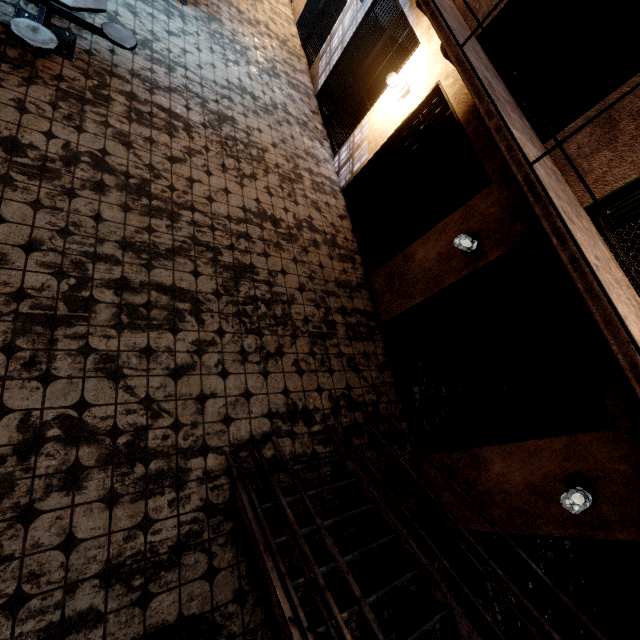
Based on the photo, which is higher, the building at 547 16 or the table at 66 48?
the building at 547 16

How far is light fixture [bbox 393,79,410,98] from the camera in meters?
5.2 m

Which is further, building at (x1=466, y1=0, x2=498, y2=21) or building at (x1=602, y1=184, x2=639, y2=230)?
building at (x1=466, y1=0, x2=498, y2=21)

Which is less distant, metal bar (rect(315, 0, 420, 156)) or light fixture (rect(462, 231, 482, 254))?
light fixture (rect(462, 231, 482, 254))

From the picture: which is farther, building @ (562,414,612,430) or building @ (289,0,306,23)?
building @ (289,0,306,23)

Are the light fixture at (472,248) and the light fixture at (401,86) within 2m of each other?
no

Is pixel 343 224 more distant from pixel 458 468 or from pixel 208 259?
pixel 458 468

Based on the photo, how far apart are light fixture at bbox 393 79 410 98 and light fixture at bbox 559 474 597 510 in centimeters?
579cm
